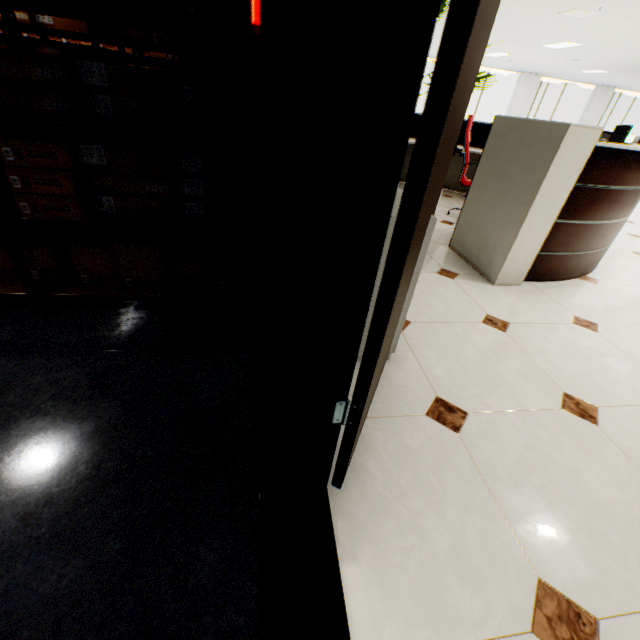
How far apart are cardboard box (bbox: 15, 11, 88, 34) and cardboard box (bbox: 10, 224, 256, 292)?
1.8 meters

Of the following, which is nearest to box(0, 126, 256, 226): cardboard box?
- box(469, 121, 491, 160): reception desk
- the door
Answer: the door

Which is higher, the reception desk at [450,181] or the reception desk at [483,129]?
the reception desk at [483,129]

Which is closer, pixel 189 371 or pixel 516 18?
pixel 189 371

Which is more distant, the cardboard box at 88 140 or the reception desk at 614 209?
the reception desk at 614 209

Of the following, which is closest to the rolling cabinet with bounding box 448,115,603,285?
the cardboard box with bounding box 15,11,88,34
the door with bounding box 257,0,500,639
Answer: the door with bounding box 257,0,500,639

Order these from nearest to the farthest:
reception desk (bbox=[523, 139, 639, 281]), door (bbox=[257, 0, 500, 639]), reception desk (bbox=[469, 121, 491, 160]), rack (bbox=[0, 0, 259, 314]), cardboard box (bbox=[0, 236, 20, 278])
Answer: door (bbox=[257, 0, 500, 639]) < rack (bbox=[0, 0, 259, 314]) < cardboard box (bbox=[0, 236, 20, 278]) < reception desk (bbox=[523, 139, 639, 281]) < reception desk (bbox=[469, 121, 491, 160])

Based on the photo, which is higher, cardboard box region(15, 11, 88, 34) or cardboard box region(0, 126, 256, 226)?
cardboard box region(15, 11, 88, 34)
